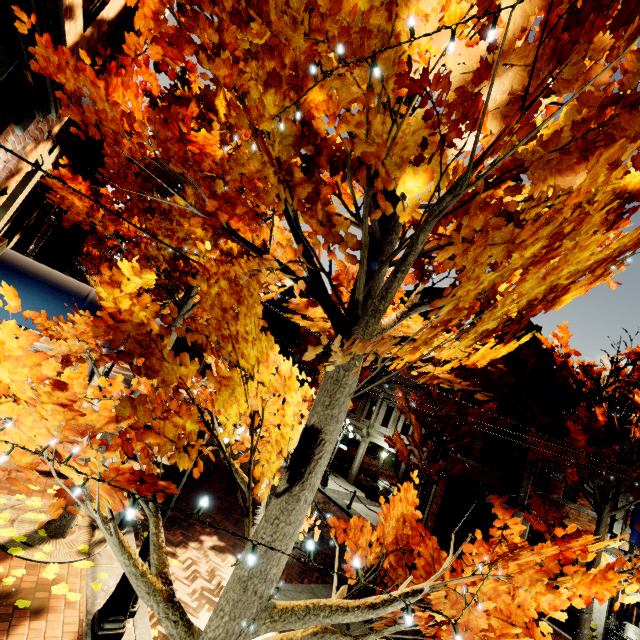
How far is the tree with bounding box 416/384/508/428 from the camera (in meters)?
12.55

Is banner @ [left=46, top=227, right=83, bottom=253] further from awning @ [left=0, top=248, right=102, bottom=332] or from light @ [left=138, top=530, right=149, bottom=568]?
light @ [left=138, top=530, right=149, bottom=568]

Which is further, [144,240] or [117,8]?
[144,240]

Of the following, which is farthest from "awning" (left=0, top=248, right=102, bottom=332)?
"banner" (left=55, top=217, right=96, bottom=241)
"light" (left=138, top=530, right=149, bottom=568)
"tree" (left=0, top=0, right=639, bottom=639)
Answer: "light" (left=138, top=530, right=149, bottom=568)

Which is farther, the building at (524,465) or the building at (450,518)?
the building at (450,518)

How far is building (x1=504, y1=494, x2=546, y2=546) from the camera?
13.32m

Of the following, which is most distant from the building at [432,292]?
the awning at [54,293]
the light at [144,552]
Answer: the light at [144,552]
